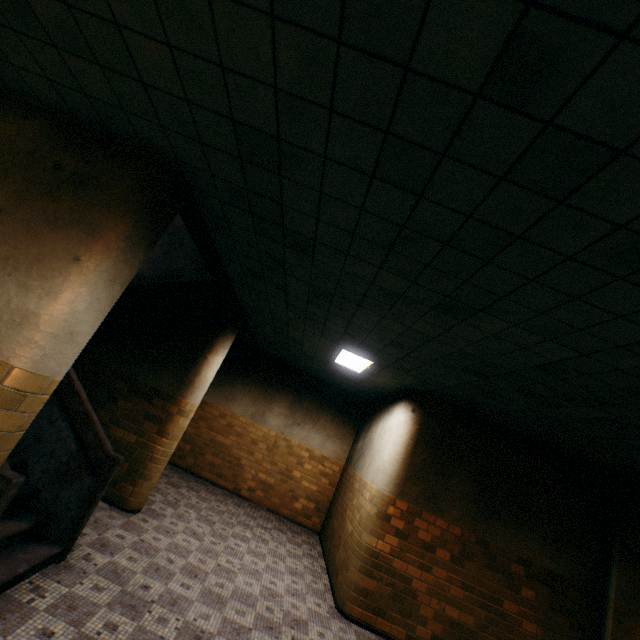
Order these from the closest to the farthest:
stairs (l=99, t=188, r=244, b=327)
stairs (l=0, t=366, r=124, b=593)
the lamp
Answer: Result: stairs (l=0, t=366, r=124, b=593) → stairs (l=99, t=188, r=244, b=327) → the lamp

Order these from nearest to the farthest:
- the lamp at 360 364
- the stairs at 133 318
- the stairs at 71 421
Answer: the stairs at 71 421, the stairs at 133 318, the lamp at 360 364

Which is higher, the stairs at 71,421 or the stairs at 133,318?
the stairs at 133,318

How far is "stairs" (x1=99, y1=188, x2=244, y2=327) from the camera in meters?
4.3 m

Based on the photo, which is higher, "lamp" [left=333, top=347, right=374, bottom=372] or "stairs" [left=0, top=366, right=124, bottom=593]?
"lamp" [left=333, top=347, right=374, bottom=372]

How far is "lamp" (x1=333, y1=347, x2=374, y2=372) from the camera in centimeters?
601cm

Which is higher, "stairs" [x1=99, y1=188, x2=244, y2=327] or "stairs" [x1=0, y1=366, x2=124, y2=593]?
"stairs" [x1=99, y1=188, x2=244, y2=327]

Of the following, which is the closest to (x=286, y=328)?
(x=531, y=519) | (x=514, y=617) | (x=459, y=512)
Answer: (x=459, y=512)
